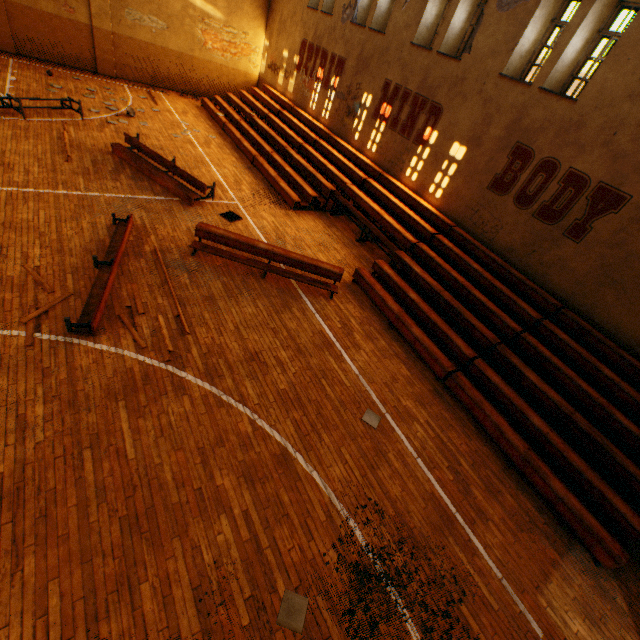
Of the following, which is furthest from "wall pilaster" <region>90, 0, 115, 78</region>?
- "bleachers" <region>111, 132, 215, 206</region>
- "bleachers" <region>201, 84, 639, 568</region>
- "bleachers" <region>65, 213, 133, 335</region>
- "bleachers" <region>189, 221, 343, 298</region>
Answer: "bleachers" <region>189, 221, 343, 298</region>

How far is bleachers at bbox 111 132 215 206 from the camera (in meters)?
10.12

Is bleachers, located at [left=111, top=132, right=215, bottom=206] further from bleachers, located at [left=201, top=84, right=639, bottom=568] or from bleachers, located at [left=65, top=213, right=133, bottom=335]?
bleachers, located at [left=201, top=84, right=639, bottom=568]

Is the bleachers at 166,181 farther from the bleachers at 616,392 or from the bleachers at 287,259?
the bleachers at 616,392

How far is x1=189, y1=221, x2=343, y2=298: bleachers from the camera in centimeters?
827cm

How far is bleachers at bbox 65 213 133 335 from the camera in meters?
5.7

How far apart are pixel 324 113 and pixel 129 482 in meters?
17.2

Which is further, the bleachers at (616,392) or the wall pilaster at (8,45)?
the wall pilaster at (8,45)
